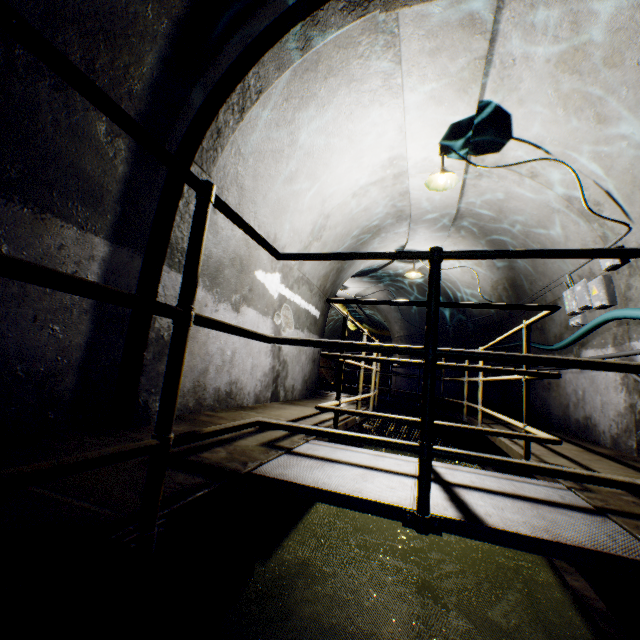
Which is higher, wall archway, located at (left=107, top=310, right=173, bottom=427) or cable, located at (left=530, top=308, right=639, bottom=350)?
cable, located at (left=530, top=308, right=639, bottom=350)

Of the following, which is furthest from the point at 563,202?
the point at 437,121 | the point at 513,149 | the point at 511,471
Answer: the point at 511,471

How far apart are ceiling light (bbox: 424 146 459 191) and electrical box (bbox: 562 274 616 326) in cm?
225

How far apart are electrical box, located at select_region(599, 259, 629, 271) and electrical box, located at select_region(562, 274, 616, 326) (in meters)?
→ 0.52

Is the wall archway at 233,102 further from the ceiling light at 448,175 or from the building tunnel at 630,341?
the ceiling light at 448,175

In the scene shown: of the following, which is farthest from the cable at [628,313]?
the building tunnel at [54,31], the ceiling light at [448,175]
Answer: the ceiling light at [448,175]

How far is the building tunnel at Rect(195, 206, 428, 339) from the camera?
3.5m

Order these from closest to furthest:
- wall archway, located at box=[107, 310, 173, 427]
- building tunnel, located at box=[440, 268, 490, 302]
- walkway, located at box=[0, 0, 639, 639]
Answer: walkway, located at box=[0, 0, 639, 639] → wall archway, located at box=[107, 310, 173, 427] → building tunnel, located at box=[440, 268, 490, 302]
